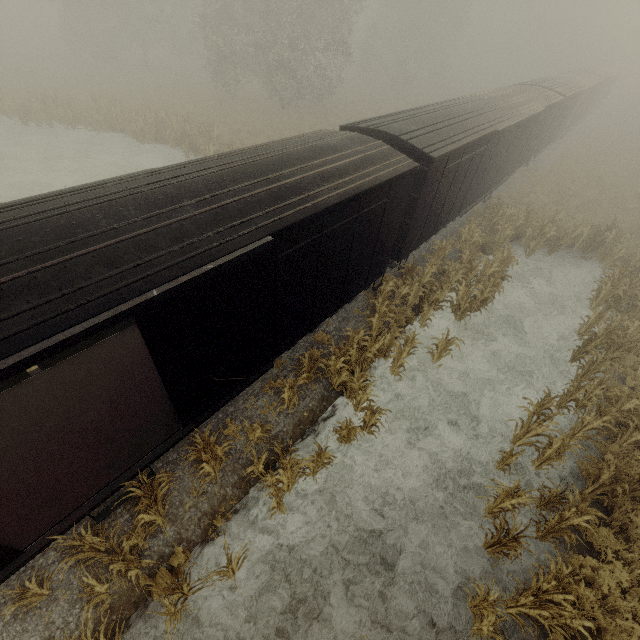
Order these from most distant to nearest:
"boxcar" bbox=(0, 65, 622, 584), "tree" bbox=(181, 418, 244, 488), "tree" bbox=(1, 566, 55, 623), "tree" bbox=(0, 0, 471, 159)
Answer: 1. "tree" bbox=(0, 0, 471, 159)
2. "tree" bbox=(181, 418, 244, 488)
3. "tree" bbox=(1, 566, 55, 623)
4. "boxcar" bbox=(0, 65, 622, 584)

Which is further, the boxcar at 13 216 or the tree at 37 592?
the tree at 37 592

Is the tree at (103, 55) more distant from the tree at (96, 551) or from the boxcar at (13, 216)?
the tree at (96, 551)

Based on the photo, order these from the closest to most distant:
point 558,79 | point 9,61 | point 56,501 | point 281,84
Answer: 1. point 56,501
2. point 558,79
3. point 281,84
4. point 9,61

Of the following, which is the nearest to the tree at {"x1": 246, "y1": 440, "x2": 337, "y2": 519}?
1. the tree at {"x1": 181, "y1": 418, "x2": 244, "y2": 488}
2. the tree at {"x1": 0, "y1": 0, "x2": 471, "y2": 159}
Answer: the tree at {"x1": 181, "y1": 418, "x2": 244, "y2": 488}

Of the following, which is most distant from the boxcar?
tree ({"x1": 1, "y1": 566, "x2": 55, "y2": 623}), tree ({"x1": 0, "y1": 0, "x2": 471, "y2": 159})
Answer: tree ({"x1": 0, "y1": 0, "x2": 471, "y2": 159})

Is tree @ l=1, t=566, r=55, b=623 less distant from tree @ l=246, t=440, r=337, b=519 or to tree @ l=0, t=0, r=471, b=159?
tree @ l=246, t=440, r=337, b=519

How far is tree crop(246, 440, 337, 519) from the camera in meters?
6.8
